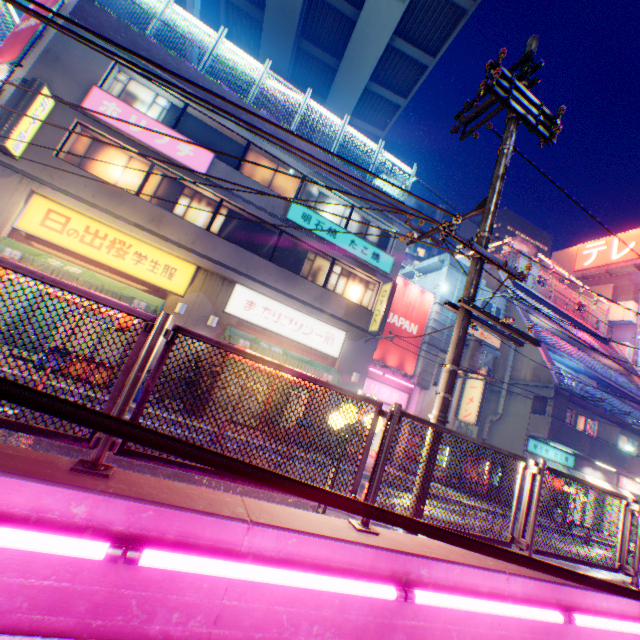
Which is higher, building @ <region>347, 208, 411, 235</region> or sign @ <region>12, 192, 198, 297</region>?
building @ <region>347, 208, 411, 235</region>

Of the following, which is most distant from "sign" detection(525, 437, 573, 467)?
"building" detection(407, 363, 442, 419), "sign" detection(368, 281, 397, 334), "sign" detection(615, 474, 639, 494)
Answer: "sign" detection(368, 281, 397, 334)

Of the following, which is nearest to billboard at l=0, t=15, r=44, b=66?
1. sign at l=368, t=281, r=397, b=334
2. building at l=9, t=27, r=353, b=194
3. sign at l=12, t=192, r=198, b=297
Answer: building at l=9, t=27, r=353, b=194

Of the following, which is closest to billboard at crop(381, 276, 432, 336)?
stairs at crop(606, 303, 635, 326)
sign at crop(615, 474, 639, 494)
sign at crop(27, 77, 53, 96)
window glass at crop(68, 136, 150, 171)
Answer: window glass at crop(68, 136, 150, 171)

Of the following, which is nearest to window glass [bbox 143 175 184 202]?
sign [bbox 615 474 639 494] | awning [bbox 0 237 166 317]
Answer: awning [bbox 0 237 166 317]

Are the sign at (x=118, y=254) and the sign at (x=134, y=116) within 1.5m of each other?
no

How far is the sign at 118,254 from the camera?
10.9 meters

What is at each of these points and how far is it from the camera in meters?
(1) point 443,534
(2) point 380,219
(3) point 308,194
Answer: (1) power line, 1.0 m
(2) building, 16.2 m
(3) window glass, 15.4 m
